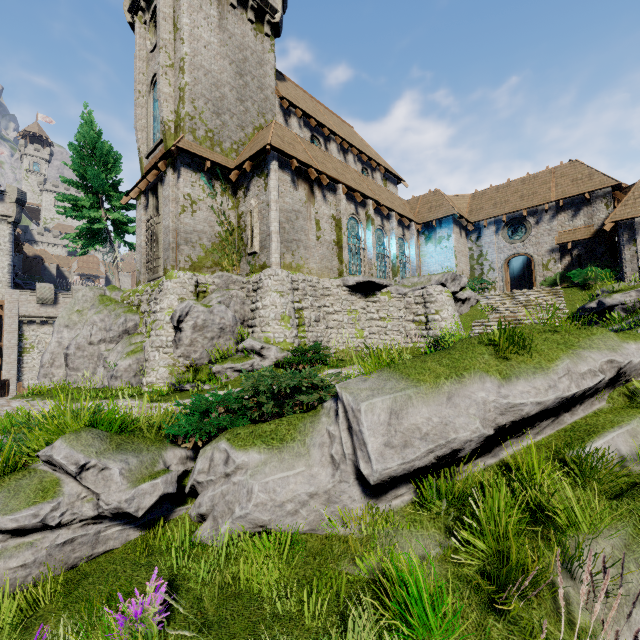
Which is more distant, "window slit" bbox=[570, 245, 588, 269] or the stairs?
"window slit" bbox=[570, 245, 588, 269]

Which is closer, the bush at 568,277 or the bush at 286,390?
the bush at 286,390

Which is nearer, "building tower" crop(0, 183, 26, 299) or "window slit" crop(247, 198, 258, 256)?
"window slit" crop(247, 198, 258, 256)

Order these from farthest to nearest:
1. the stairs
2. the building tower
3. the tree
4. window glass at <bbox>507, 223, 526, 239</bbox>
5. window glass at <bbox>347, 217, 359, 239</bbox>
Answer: the building tower, window glass at <bbox>507, 223, 526, 239</bbox>, the tree, window glass at <bbox>347, 217, 359, 239</bbox>, the stairs

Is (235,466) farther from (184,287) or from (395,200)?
(395,200)

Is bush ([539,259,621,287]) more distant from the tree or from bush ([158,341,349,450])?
Result: the tree

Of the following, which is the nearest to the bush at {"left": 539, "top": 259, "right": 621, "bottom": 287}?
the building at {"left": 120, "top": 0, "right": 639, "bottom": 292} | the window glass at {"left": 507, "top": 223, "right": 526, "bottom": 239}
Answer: the building at {"left": 120, "top": 0, "right": 639, "bottom": 292}

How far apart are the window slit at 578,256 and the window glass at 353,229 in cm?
1443
